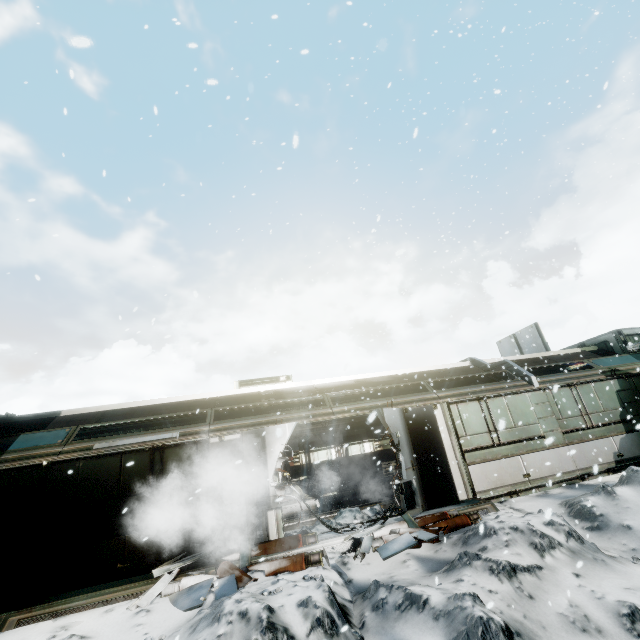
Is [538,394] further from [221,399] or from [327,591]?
[221,399]

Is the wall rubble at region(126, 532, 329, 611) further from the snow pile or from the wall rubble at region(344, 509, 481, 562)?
the wall rubble at region(344, 509, 481, 562)

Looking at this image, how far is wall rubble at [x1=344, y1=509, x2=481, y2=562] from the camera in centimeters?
654cm

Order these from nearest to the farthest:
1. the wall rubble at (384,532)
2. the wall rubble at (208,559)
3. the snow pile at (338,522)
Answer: the wall rubble at (208,559), the wall rubble at (384,532), the snow pile at (338,522)

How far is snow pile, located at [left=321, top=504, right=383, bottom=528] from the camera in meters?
8.4 m

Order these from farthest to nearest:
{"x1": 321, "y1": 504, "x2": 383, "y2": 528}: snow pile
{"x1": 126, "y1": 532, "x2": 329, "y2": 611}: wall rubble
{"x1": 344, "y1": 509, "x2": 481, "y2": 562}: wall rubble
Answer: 1. {"x1": 321, "y1": 504, "x2": 383, "y2": 528}: snow pile
2. {"x1": 344, "y1": 509, "x2": 481, "y2": 562}: wall rubble
3. {"x1": 126, "y1": 532, "x2": 329, "y2": 611}: wall rubble

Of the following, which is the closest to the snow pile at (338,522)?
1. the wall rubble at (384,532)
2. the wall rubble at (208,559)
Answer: the wall rubble at (208,559)
